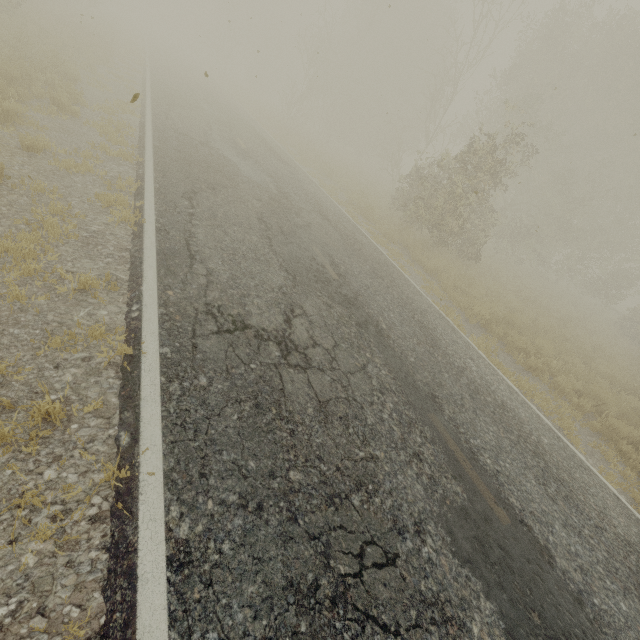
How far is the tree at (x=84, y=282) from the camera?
3.8m

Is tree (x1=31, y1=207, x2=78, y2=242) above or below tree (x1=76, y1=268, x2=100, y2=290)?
below

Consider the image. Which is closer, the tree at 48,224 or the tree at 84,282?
the tree at 84,282

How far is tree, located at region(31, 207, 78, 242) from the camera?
4.4 meters

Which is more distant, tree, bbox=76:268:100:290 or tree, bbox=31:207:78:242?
tree, bbox=31:207:78:242

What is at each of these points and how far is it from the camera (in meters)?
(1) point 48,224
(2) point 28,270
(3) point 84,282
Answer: (1) tree, 4.44
(2) tree, 3.69
(3) tree, 3.89
